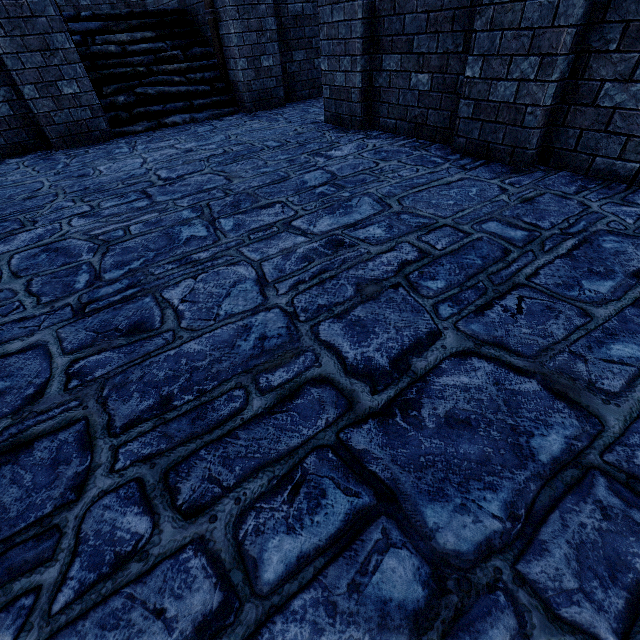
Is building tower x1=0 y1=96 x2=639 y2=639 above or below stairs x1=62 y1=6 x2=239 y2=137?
below

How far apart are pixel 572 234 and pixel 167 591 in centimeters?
308cm

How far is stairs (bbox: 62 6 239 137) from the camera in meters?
6.4

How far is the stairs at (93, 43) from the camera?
6.4 meters

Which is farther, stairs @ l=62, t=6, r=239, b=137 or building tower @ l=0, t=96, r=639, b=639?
stairs @ l=62, t=6, r=239, b=137

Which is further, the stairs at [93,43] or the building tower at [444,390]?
the stairs at [93,43]
